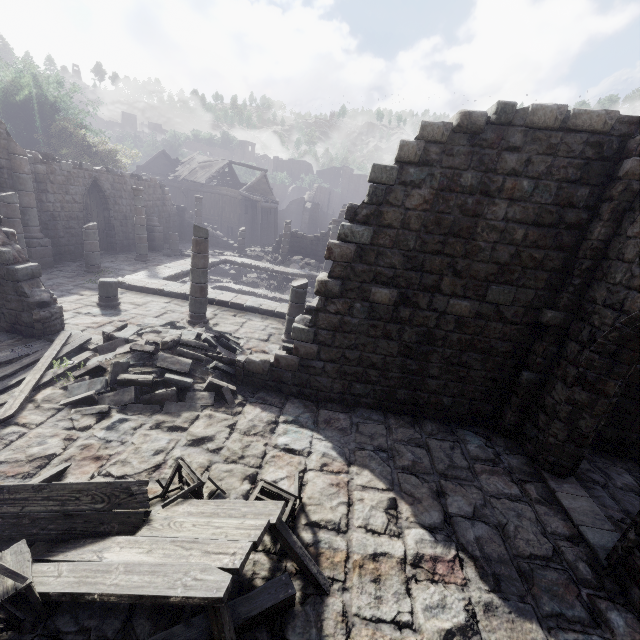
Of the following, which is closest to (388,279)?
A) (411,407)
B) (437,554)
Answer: (411,407)

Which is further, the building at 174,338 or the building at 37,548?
the building at 174,338

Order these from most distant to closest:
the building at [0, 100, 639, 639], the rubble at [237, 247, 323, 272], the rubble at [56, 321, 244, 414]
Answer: the rubble at [237, 247, 323, 272], the rubble at [56, 321, 244, 414], the building at [0, 100, 639, 639]

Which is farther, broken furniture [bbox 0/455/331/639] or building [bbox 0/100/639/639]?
building [bbox 0/100/639/639]

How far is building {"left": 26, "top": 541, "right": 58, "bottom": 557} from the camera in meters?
4.0 m

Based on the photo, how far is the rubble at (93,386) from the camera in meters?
6.8

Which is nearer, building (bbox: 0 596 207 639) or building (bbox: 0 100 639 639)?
building (bbox: 0 596 207 639)
